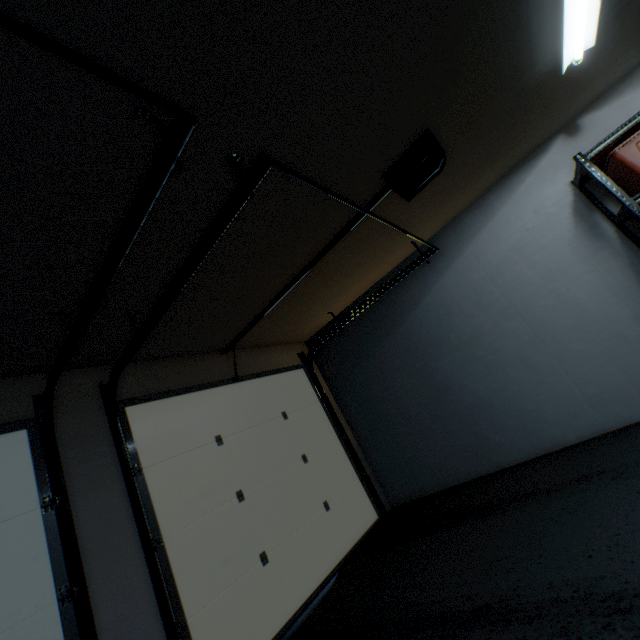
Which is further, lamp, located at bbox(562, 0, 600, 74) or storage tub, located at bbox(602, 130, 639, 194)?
storage tub, located at bbox(602, 130, 639, 194)

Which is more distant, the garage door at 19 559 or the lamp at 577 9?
the lamp at 577 9

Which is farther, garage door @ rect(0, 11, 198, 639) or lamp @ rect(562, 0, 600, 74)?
lamp @ rect(562, 0, 600, 74)

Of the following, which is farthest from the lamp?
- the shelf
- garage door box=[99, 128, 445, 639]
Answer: garage door box=[99, 128, 445, 639]

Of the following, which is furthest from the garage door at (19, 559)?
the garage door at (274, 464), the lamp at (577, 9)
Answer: the lamp at (577, 9)

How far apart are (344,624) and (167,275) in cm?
262

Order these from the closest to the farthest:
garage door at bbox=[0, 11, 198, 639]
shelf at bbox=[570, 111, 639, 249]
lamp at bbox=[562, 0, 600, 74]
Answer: garage door at bbox=[0, 11, 198, 639], lamp at bbox=[562, 0, 600, 74], shelf at bbox=[570, 111, 639, 249]

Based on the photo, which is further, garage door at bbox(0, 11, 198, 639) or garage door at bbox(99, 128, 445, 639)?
garage door at bbox(99, 128, 445, 639)
